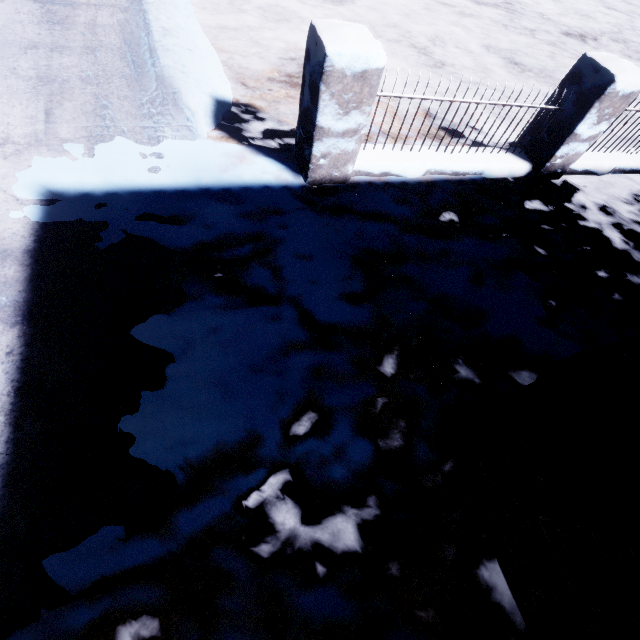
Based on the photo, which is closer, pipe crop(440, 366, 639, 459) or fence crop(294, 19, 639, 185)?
pipe crop(440, 366, 639, 459)

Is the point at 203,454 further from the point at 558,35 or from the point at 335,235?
the point at 558,35

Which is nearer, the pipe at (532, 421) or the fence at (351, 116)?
the pipe at (532, 421)
